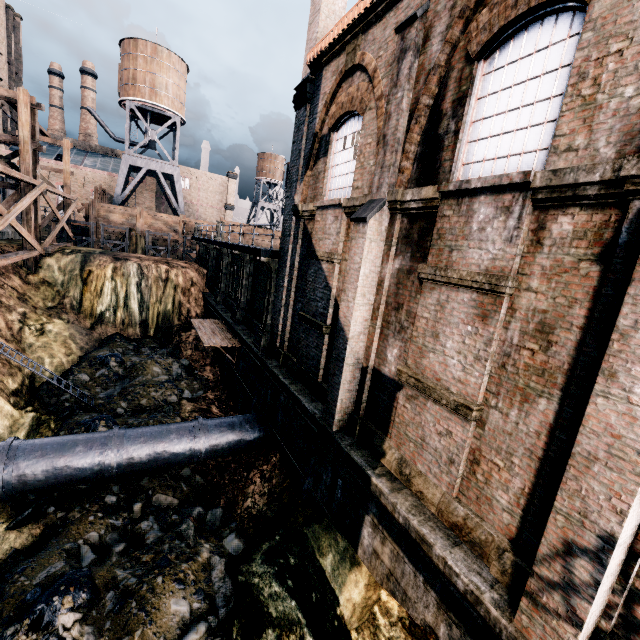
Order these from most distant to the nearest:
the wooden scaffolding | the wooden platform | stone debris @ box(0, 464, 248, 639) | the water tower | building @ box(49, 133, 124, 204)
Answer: building @ box(49, 133, 124, 204) → the water tower → the wooden scaffolding → the wooden platform → stone debris @ box(0, 464, 248, 639)

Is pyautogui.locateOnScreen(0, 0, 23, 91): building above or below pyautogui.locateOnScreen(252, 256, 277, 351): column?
above

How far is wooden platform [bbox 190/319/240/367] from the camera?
17.97m

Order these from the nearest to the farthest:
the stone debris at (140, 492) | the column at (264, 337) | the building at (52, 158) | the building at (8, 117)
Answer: the stone debris at (140, 492) < the column at (264, 337) < the building at (8, 117) < the building at (52, 158)

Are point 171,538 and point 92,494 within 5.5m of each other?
yes

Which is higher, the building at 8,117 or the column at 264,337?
the building at 8,117

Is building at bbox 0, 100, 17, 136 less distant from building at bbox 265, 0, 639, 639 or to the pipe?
building at bbox 265, 0, 639, 639
